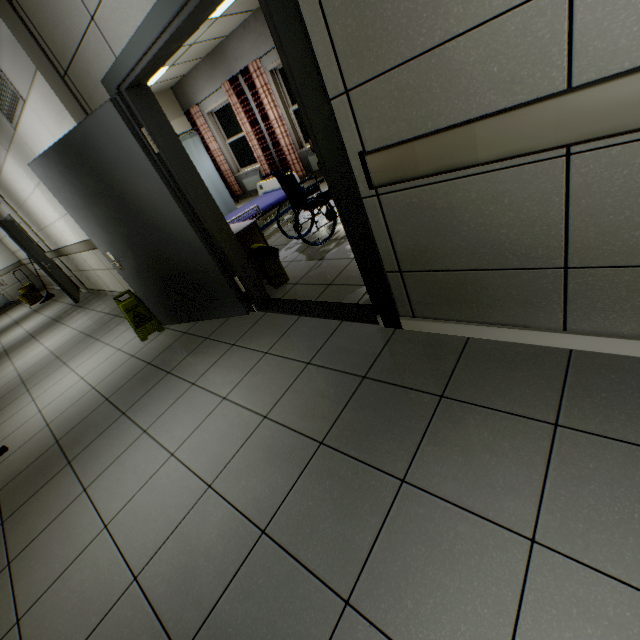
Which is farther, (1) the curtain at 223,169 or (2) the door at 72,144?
(1) the curtain at 223,169

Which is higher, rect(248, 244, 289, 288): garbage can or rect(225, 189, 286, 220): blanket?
rect(225, 189, 286, 220): blanket

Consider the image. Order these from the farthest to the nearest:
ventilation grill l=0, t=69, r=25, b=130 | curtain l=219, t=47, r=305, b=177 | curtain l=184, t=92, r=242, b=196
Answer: curtain l=184, t=92, r=242, b=196 → curtain l=219, t=47, r=305, b=177 → ventilation grill l=0, t=69, r=25, b=130

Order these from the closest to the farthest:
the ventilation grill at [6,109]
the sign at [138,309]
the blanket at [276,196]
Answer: the ventilation grill at [6,109]
the sign at [138,309]
the blanket at [276,196]

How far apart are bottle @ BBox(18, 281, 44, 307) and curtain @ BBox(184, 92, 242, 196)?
6.47m

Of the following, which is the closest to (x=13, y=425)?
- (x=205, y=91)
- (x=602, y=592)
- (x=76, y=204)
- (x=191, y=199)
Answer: (x=76, y=204)

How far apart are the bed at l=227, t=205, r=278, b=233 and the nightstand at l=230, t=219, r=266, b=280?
0.1m

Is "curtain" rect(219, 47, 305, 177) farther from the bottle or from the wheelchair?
the bottle
